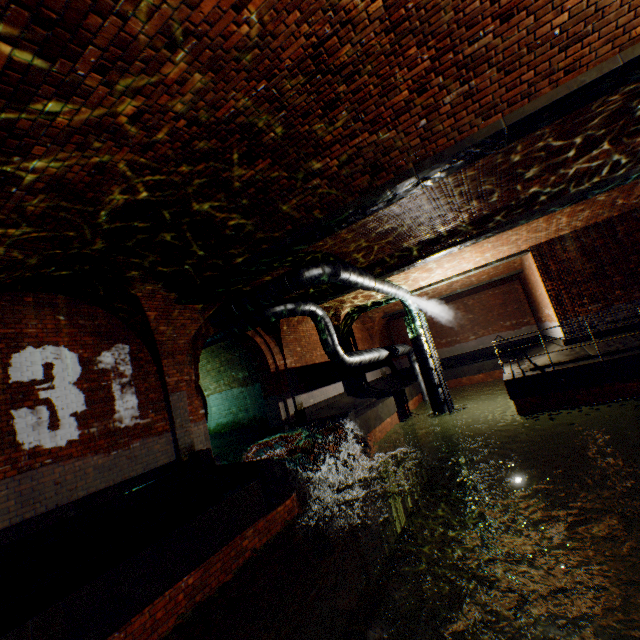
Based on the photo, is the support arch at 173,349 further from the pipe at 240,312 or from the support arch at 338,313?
the support arch at 338,313

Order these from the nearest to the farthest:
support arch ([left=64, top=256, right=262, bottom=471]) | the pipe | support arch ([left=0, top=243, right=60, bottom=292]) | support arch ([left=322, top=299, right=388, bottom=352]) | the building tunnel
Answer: support arch ([left=0, top=243, right=60, bottom=292]) < support arch ([left=64, top=256, right=262, bottom=471]) < the pipe < the building tunnel < support arch ([left=322, top=299, right=388, bottom=352])

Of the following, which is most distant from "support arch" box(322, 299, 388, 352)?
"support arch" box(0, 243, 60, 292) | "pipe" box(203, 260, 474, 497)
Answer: "support arch" box(0, 243, 60, 292)

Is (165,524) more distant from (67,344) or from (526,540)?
(526,540)

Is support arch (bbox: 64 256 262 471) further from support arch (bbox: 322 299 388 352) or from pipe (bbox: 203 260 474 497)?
support arch (bbox: 322 299 388 352)

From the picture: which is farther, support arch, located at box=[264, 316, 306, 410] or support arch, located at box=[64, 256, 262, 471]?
support arch, located at box=[264, 316, 306, 410]

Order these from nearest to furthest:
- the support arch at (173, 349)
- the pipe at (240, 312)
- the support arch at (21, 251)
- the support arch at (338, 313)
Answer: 1. the support arch at (21, 251)
2. the support arch at (173, 349)
3. the pipe at (240, 312)
4. the support arch at (338, 313)

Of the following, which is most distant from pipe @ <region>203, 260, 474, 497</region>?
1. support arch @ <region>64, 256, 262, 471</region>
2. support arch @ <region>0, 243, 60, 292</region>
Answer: support arch @ <region>0, 243, 60, 292</region>
